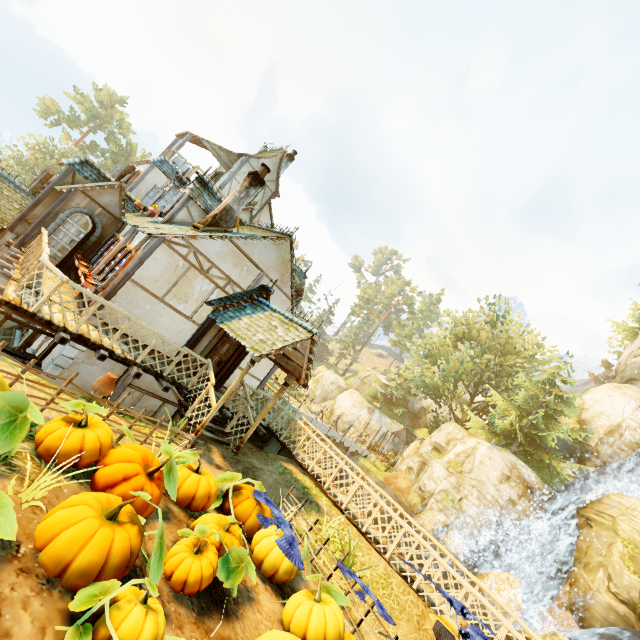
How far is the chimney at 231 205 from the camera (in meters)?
11.21

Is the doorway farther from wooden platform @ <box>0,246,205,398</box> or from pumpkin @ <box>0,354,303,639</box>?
pumpkin @ <box>0,354,303,639</box>

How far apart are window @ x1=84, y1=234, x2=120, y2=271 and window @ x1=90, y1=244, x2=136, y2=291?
0.8m

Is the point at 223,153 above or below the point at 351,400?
above

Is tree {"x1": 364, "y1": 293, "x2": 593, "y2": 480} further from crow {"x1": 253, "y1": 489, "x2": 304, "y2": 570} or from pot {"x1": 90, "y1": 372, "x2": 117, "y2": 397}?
pot {"x1": 90, "y1": 372, "x2": 117, "y2": 397}

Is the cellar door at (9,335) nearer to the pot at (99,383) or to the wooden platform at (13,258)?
the wooden platform at (13,258)

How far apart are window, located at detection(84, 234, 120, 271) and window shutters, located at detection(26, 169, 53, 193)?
4.3 meters

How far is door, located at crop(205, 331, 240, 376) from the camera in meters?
11.4
